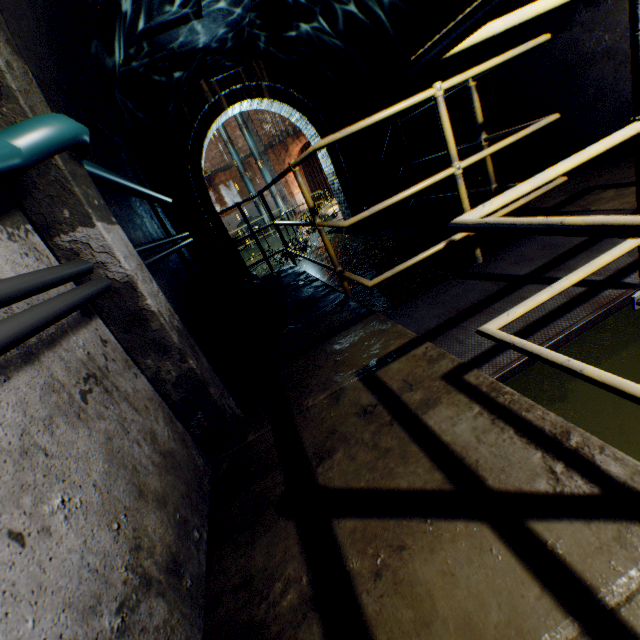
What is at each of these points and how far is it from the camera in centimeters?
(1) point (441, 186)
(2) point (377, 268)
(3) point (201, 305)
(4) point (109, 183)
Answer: (1) building tunnel, 602cm
(2) building tunnel, 655cm
(3) building tunnel, 374cm
(4) cable, 205cm

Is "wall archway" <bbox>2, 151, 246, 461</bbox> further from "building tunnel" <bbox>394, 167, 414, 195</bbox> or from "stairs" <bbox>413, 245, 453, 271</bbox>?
"stairs" <bbox>413, 245, 453, 271</bbox>

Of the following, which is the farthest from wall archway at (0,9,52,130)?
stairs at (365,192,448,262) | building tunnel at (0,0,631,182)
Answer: stairs at (365,192,448,262)

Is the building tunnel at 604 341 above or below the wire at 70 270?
below

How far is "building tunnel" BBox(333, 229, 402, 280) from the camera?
6.32m

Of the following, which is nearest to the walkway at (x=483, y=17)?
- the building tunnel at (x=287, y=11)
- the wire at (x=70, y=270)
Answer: the building tunnel at (x=287, y=11)

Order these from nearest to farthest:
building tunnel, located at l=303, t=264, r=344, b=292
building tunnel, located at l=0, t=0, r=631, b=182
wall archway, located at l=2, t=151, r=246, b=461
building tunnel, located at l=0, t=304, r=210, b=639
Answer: building tunnel, located at l=0, t=304, r=210, b=639 → wall archway, located at l=2, t=151, r=246, b=461 → building tunnel, located at l=0, t=0, r=631, b=182 → building tunnel, located at l=303, t=264, r=344, b=292
